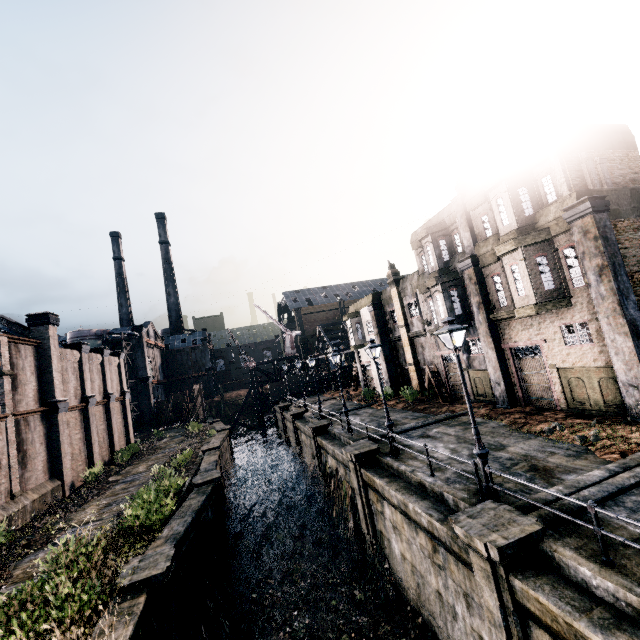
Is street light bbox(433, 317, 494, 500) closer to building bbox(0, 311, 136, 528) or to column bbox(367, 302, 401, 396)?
building bbox(0, 311, 136, 528)

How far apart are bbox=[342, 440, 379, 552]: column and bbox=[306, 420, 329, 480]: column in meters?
7.0

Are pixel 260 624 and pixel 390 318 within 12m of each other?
no

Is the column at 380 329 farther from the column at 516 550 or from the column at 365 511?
the column at 516 550

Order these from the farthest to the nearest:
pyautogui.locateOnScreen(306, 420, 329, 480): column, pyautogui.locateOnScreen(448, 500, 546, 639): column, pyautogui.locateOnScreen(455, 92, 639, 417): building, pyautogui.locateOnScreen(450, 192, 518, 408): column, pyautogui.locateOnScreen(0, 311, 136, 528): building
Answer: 1. pyautogui.locateOnScreen(306, 420, 329, 480): column
2. pyautogui.locateOnScreen(450, 192, 518, 408): column
3. pyautogui.locateOnScreen(0, 311, 136, 528): building
4. pyautogui.locateOnScreen(455, 92, 639, 417): building
5. pyautogui.locateOnScreen(448, 500, 546, 639): column

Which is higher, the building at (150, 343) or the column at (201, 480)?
the building at (150, 343)

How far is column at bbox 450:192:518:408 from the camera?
19.41m

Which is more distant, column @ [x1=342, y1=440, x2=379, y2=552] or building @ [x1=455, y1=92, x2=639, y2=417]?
column @ [x1=342, y1=440, x2=379, y2=552]
